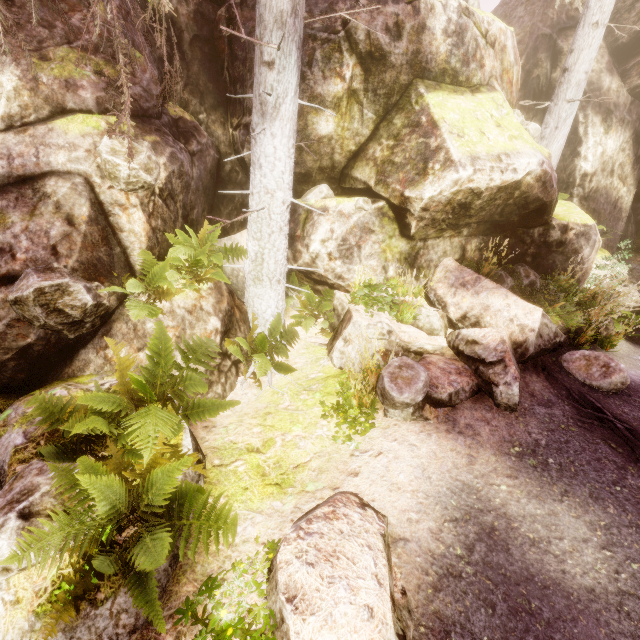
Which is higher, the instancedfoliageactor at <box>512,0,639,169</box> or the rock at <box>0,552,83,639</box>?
the instancedfoliageactor at <box>512,0,639,169</box>

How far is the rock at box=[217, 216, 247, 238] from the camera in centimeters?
801cm

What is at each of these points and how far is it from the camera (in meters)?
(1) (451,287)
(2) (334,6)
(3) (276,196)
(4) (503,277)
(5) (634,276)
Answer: (1) rock, 7.01
(2) rock, 6.36
(3) instancedfoliageactor, 5.85
(4) instancedfoliageactor, 7.29
(5) rock, 12.08

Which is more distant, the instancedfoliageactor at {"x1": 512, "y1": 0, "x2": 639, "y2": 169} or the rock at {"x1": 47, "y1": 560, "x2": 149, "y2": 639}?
the instancedfoliageactor at {"x1": 512, "y1": 0, "x2": 639, "y2": 169}

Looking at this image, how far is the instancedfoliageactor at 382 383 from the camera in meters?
4.8

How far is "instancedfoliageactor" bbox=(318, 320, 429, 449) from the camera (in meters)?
4.83
